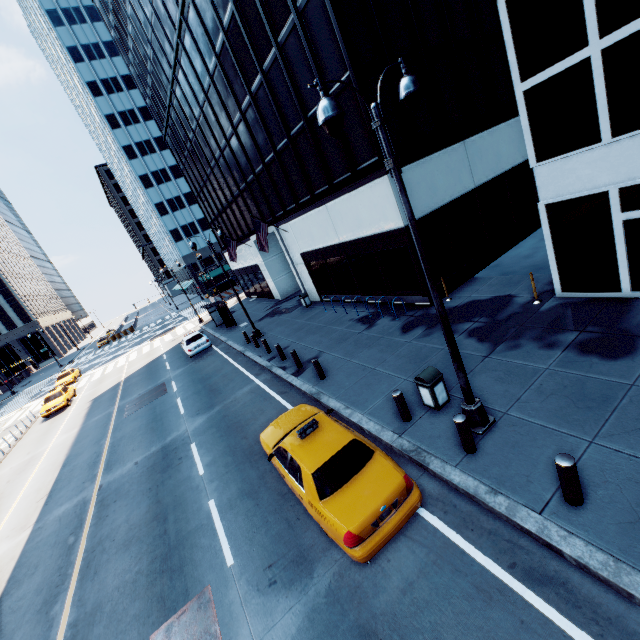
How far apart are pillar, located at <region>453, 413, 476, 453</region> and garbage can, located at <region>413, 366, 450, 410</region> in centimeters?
129cm

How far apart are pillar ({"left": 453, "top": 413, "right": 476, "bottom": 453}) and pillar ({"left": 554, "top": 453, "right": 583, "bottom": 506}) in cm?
163

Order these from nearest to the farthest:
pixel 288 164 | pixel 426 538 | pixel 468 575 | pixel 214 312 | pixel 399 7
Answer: pixel 468 575 → pixel 426 538 → pixel 399 7 → pixel 288 164 → pixel 214 312

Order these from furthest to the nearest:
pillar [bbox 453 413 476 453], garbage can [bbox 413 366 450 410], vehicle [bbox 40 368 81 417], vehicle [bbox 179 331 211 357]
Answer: vehicle [bbox 40 368 81 417]
vehicle [bbox 179 331 211 357]
garbage can [bbox 413 366 450 410]
pillar [bbox 453 413 476 453]

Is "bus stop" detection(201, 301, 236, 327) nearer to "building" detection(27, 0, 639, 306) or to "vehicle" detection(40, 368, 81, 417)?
"building" detection(27, 0, 639, 306)

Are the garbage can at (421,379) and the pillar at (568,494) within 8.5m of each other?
yes

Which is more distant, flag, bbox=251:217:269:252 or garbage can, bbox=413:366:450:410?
flag, bbox=251:217:269:252

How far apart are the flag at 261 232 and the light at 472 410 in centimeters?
1618cm
